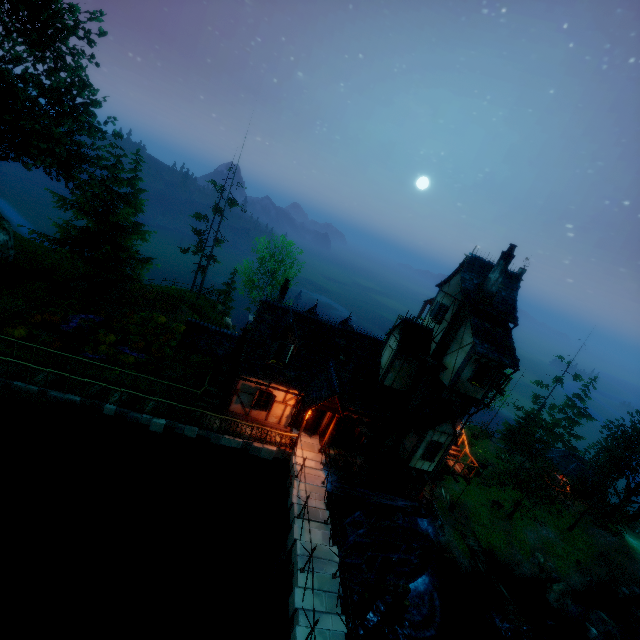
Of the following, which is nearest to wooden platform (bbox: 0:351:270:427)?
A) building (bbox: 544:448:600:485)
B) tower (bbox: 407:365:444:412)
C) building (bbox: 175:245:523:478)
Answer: building (bbox: 175:245:523:478)

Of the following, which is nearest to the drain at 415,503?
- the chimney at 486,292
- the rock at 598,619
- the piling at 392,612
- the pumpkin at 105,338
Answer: the piling at 392,612

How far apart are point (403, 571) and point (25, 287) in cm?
3453

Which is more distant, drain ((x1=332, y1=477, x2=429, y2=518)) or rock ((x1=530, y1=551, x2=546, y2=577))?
rock ((x1=530, y1=551, x2=546, y2=577))

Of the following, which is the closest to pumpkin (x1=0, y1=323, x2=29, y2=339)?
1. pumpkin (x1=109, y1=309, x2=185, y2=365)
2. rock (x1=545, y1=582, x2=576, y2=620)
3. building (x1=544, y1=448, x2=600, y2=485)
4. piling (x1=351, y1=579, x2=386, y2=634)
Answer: pumpkin (x1=109, y1=309, x2=185, y2=365)

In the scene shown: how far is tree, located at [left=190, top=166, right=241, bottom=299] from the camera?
31.2 meters

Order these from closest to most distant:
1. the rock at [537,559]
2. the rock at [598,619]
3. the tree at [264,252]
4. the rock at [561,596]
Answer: the rock at [598,619] < the rock at [561,596] < the rock at [537,559] < the tree at [264,252]

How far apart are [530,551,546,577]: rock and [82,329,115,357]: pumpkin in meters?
38.9
